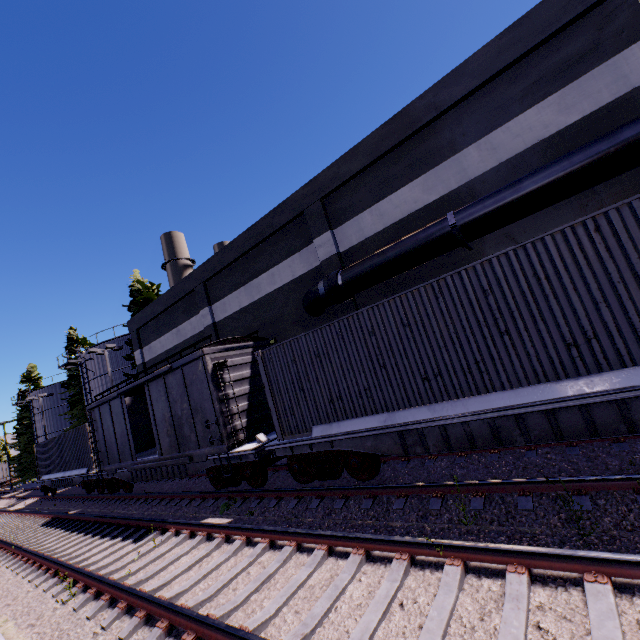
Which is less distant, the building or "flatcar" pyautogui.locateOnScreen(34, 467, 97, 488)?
the building

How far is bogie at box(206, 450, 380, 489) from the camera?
7.68m

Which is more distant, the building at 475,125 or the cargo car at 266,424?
the cargo car at 266,424

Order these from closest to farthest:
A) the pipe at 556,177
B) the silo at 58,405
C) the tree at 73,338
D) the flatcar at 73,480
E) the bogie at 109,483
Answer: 1. the pipe at 556,177
2. the bogie at 109,483
3. the flatcar at 73,480
4. the tree at 73,338
5. the silo at 58,405

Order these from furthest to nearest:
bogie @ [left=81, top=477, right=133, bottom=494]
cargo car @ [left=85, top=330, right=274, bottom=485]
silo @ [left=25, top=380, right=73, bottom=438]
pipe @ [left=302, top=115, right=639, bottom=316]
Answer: silo @ [left=25, top=380, right=73, bottom=438], bogie @ [left=81, top=477, right=133, bottom=494], cargo car @ [left=85, top=330, right=274, bottom=485], pipe @ [left=302, top=115, right=639, bottom=316]

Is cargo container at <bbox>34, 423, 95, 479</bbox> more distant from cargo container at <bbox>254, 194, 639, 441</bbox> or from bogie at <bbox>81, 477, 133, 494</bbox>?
cargo container at <bbox>254, 194, 639, 441</bbox>

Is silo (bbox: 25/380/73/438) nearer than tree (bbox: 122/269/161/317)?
No

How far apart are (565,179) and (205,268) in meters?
16.4
